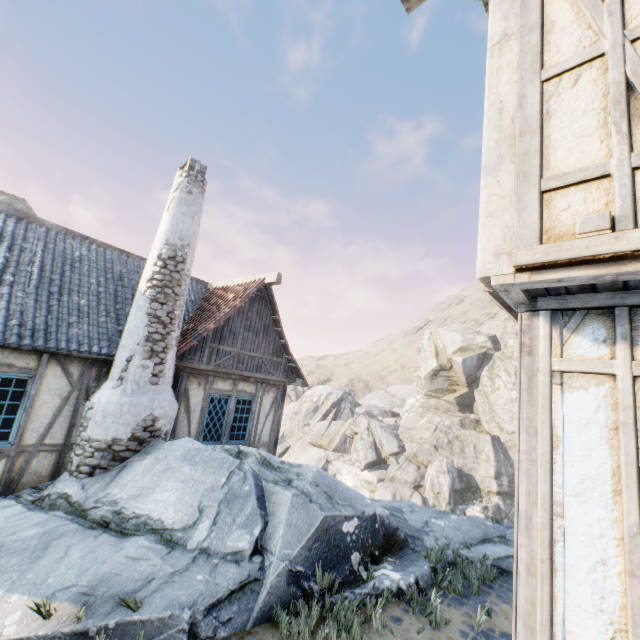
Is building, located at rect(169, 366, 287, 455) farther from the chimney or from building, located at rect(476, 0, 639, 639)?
building, located at rect(476, 0, 639, 639)

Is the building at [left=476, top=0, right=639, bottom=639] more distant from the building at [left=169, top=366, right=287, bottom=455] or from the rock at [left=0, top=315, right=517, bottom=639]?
the building at [left=169, top=366, right=287, bottom=455]

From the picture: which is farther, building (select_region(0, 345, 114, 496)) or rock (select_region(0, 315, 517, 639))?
building (select_region(0, 345, 114, 496))

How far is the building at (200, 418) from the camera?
8.0 meters

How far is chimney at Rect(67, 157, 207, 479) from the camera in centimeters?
612cm

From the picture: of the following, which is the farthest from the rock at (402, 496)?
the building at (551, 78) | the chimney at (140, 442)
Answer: the building at (551, 78)

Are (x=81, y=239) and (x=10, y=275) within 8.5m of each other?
yes

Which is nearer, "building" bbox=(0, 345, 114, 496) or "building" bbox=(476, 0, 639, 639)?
"building" bbox=(476, 0, 639, 639)
